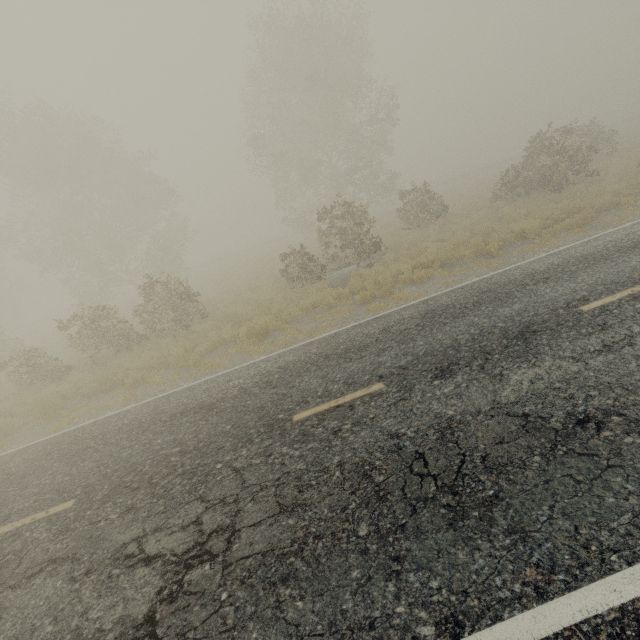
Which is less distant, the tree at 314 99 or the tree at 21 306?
the tree at 21 306

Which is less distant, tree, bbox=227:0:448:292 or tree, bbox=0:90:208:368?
tree, bbox=0:90:208:368

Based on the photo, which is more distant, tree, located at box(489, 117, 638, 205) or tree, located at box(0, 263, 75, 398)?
tree, located at box(489, 117, 638, 205)

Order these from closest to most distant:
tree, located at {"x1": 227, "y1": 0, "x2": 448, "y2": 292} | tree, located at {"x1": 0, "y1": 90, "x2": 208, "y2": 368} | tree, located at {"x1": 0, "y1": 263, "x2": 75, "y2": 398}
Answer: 1. tree, located at {"x1": 0, "y1": 263, "x2": 75, "y2": 398}
2. tree, located at {"x1": 0, "y1": 90, "x2": 208, "y2": 368}
3. tree, located at {"x1": 227, "y1": 0, "x2": 448, "y2": 292}

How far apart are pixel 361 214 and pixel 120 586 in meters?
15.9 m

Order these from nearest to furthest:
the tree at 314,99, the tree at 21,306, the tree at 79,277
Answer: the tree at 21,306
the tree at 79,277
the tree at 314,99
